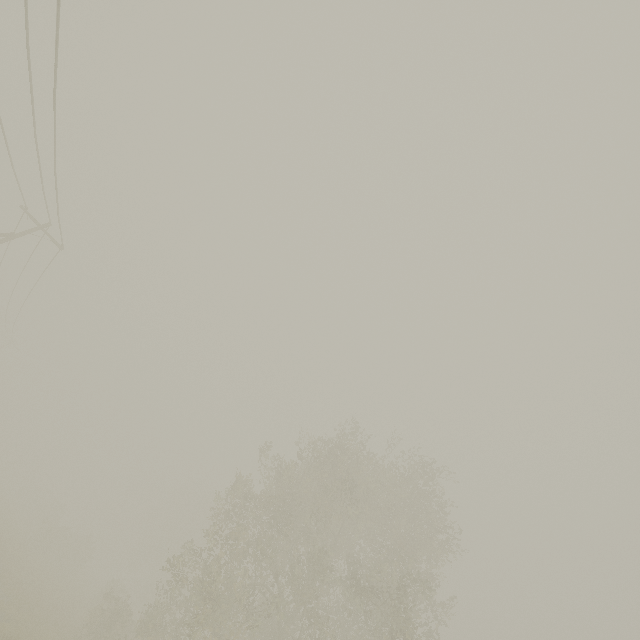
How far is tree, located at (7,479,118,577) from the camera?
32.0 meters

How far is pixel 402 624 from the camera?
15.7 meters

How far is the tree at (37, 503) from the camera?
32.0 meters
